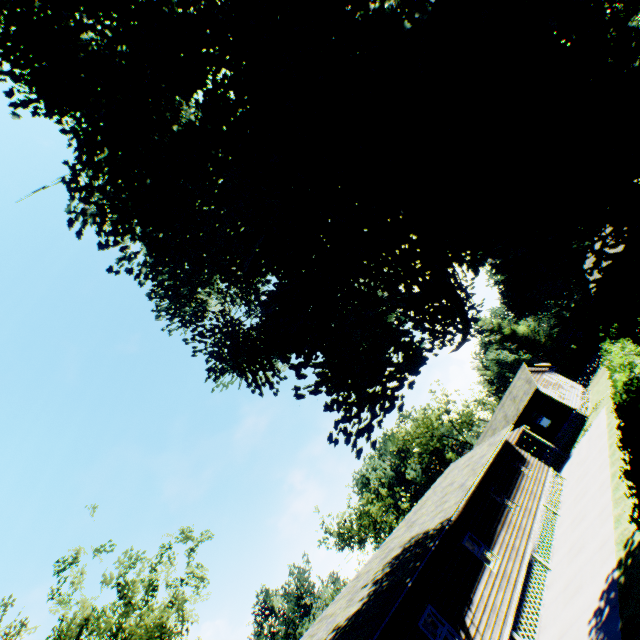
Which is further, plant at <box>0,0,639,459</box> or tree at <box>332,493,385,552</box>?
tree at <box>332,493,385,552</box>

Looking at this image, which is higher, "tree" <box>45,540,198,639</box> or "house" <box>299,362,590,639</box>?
"tree" <box>45,540,198,639</box>

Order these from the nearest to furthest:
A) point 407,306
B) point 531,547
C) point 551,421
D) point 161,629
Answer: point 407,306
point 531,547
point 161,629
point 551,421

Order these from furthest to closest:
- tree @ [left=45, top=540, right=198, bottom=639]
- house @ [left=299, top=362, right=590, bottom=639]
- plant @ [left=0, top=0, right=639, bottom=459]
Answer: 1. tree @ [left=45, top=540, right=198, bottom=639]
2. house @ [left=299, top=362, right=590, bottom=639]
3. plant @ [left=0, top=0, right=639, bottom=459]

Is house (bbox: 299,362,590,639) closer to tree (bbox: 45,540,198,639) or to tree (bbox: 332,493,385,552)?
tree (bbox: 45,540,198,639)

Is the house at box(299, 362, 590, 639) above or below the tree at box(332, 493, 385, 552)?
below

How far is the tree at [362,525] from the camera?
55.41m

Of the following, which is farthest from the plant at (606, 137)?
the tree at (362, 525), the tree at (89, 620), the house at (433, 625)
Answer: the tree at (362, 525)
